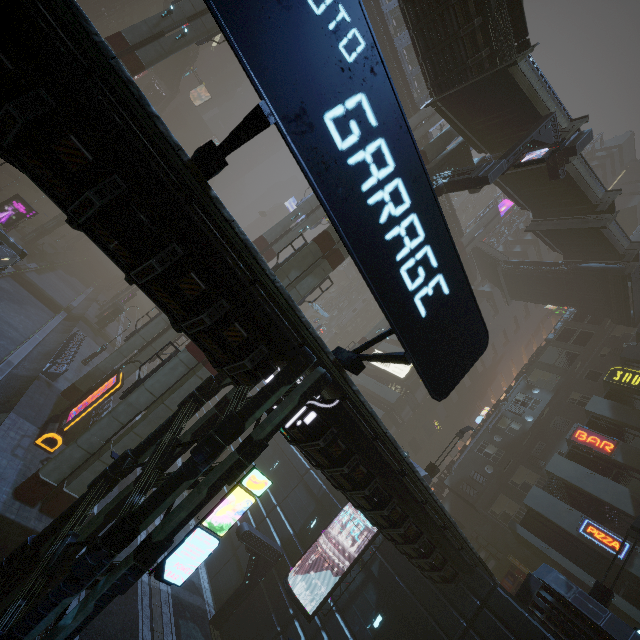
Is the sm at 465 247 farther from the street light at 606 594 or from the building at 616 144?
the street light at 606 594

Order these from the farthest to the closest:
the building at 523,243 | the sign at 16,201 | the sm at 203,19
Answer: the building at 523,243
the sign at 16,201
the sm at 203,19

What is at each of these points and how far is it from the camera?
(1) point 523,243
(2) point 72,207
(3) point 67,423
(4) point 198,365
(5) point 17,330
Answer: (1) building, 49.1m
(2) building, 5.3m
(3) sign, 17.6m
(4) sm, 17.0m
(5) train rail, 27.6m

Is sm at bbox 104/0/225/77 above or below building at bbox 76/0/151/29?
below

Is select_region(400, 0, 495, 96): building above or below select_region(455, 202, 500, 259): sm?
below

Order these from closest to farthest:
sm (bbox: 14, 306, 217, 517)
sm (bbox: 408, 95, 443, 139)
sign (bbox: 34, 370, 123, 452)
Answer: sm (bbox: 14, 306, 217, 517) → sign (bbox: 34, 370, 123, 452) → sm (bbox: 408, 95, 443, 139)

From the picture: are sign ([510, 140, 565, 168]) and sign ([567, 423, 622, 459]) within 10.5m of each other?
no

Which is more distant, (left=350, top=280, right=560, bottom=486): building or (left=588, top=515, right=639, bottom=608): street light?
(left=350, top=280, right=560, bottom=486): building
